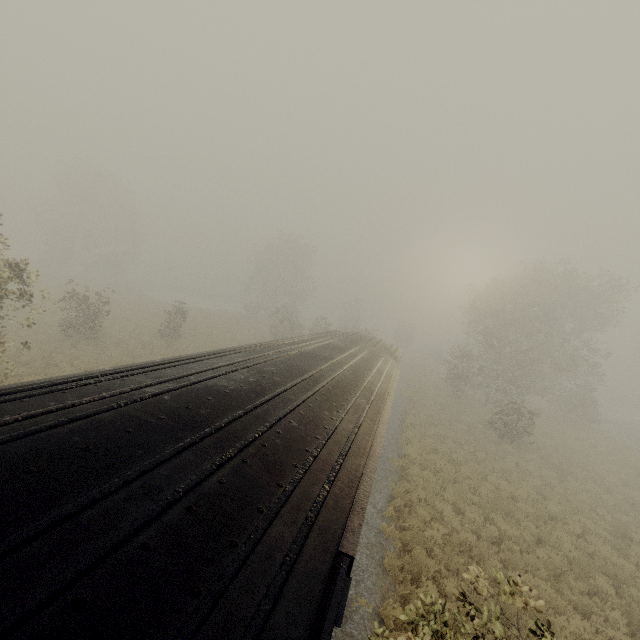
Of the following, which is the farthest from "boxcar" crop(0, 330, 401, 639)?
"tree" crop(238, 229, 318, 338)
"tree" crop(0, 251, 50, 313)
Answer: "tree" crop(238, 229, 318, 338)

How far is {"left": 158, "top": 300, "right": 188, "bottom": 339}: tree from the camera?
26.6 meters

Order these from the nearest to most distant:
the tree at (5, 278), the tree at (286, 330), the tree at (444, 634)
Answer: the tree at (444, 634) < the tree at (5, 278) < the tree at (286, 330)

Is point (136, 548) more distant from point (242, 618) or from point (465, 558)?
point (465, 558)

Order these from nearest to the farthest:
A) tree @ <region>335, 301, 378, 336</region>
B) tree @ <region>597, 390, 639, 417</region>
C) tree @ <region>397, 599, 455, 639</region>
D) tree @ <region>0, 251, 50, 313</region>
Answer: tree @ <region>397, 599, 455, 639</region>, tree @ <region>0, 251, 50, 313</region>, tree @ <region>335, 301, 378, 336</region>, tree @ <region>597, 390, 639, 417</region>

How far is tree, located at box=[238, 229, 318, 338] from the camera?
37.7m

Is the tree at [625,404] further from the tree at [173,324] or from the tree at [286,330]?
the tree at [286,330]
